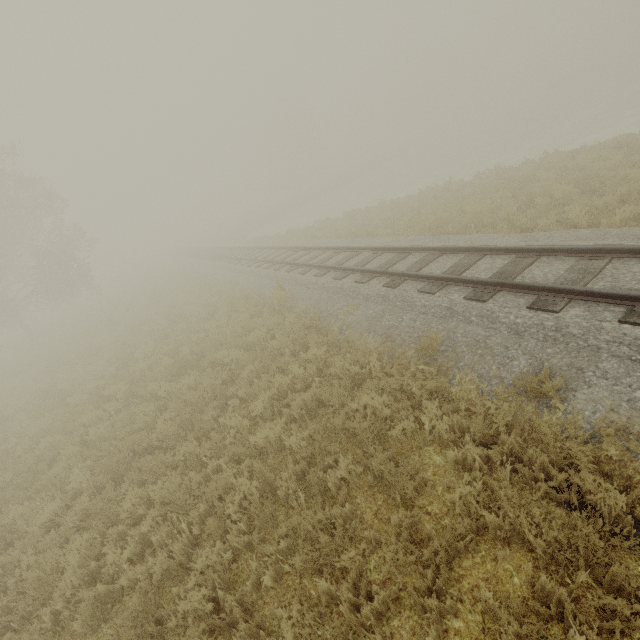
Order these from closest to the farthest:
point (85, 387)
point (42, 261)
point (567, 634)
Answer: point (567, 634) → point (85, 387) → point (42, 261)
